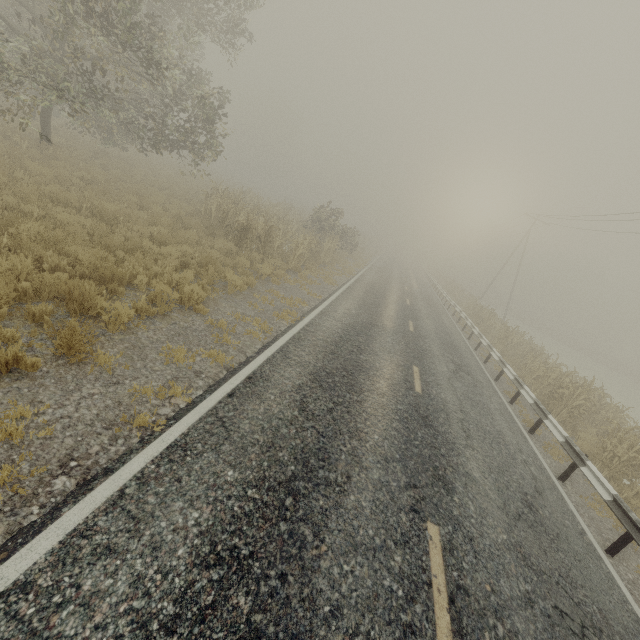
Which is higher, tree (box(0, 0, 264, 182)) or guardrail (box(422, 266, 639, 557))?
tree (box(0, 0, 264, 182))

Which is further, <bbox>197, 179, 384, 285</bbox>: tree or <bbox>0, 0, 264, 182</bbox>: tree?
<bbox>197, 179, 384, 285</bbox>: tree

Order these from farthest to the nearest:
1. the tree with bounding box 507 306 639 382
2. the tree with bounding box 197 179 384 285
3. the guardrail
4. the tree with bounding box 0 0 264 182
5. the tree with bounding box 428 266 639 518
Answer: the tree with bounding box 507 306 639 382, the tree with bounding box 197 179 384 285, the tree with bounding box 0 0 264 182, the tree with bounding box 428 266 639 518, the guardrail

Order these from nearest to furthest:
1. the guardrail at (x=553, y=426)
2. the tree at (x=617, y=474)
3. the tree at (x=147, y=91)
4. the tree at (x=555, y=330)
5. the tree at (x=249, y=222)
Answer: the guardrail at (x=553, y=426) → the tree at (x=617, y=474) → the tree at (x=147, y=91) → the tree at (x=249, y=222) → the tree at (x=555, y=330)

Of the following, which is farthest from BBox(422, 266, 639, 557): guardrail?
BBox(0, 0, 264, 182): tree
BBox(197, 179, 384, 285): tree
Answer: BBox(197, 179, 384, 285): tree

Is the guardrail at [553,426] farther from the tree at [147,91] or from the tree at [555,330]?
the tree at [555,330]

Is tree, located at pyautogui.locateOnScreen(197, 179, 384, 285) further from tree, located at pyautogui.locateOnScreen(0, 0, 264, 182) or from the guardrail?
the guardrail

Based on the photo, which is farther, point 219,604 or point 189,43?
point 189,43
